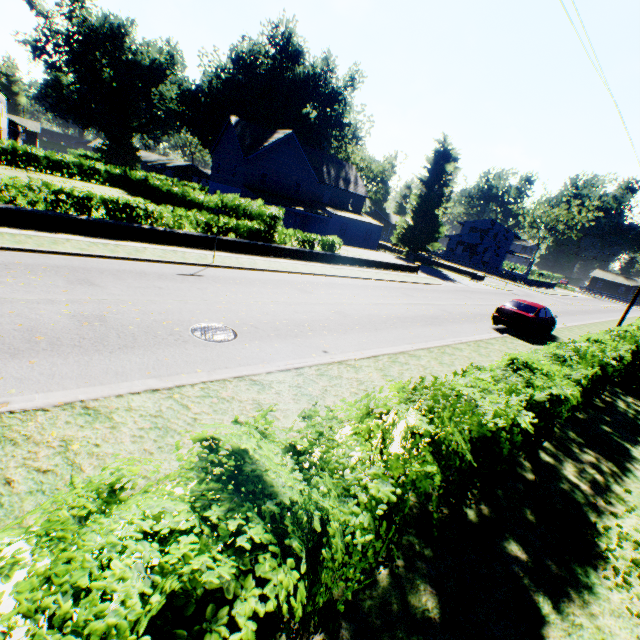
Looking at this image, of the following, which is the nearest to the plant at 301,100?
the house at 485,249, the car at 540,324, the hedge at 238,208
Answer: the house at 485,249

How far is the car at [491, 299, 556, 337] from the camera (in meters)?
15.56

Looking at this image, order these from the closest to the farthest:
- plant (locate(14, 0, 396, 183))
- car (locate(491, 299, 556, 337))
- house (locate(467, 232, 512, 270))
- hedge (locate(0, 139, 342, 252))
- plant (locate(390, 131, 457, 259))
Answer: hedge (locate(0, 139, 342, 252)), car (locate(491, 299, 556, 337)), plant (locate(390, 131, 457, 259)), plant (locate(14, 0, 396, 183)), house (locate(467, 232, 512, 270))

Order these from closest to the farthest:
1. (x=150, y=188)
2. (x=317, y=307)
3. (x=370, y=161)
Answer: (x=317, y=307) → (x=150, y=188) → (x=370, y=161)

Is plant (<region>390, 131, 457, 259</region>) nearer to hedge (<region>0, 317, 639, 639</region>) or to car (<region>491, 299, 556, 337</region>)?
hedge (<region>0, 317, 639, 639</region>)

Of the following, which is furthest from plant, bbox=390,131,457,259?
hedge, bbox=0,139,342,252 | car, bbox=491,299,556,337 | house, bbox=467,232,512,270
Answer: car, bbox=491,299,556,337

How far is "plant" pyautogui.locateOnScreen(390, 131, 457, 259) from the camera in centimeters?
4125cm
